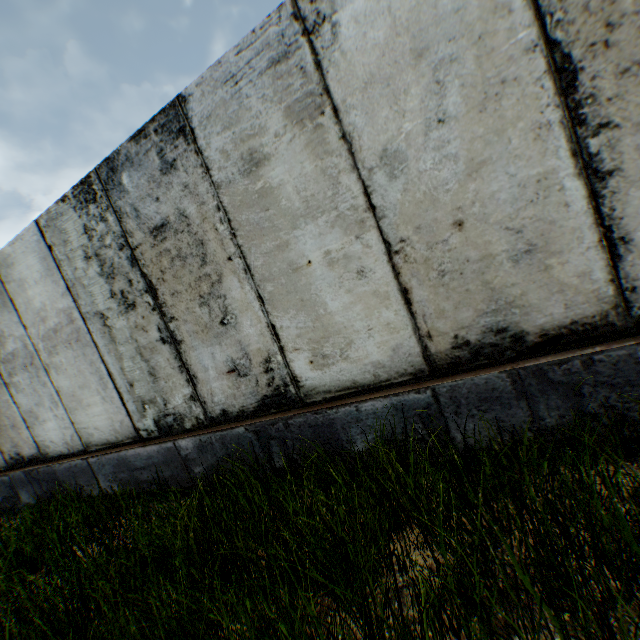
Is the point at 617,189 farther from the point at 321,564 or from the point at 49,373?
the point at 49,373
